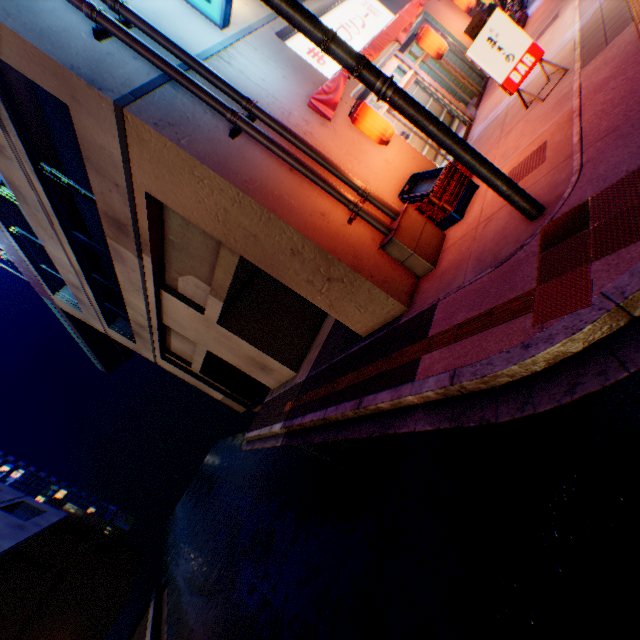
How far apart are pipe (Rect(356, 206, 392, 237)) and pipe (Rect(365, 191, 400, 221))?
0.2m

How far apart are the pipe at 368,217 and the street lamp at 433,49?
7.0 meters

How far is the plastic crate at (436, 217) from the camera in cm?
606

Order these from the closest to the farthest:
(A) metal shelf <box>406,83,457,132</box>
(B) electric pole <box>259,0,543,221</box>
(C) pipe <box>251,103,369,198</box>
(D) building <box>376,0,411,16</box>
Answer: (B) electric pole <box>259,0,543,221</box> → (C) pipe <box>251,103,369,198</box> → (D) building <box>376,0,411,16</box> → (A) metal shelf <box>406,83,457,132</box>

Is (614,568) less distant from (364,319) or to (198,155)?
(364,319)

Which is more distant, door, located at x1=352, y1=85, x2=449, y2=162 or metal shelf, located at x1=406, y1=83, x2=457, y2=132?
metal shelf, located at x1=406, y1=83, x2=457, y2=132

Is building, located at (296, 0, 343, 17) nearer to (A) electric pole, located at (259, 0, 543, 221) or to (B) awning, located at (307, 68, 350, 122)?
(B) awning, located at (307, 68, 350, 122)

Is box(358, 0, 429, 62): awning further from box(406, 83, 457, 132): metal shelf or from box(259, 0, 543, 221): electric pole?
box(259, 0, 543, 221): electric pole
